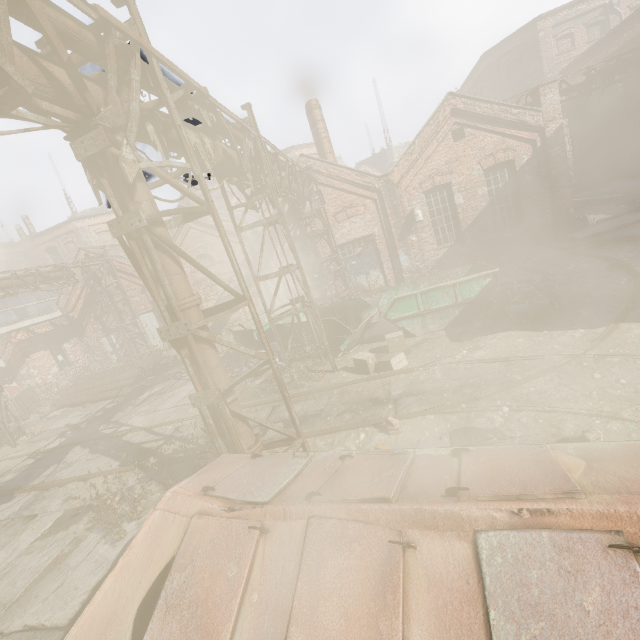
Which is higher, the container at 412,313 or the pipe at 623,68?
the pipe at 623,68

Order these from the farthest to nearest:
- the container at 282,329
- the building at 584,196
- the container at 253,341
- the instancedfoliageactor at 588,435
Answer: the building at 584,196 < the container at 253,341 < the container at 282,329 < the instancedfoliageactor at 588,435

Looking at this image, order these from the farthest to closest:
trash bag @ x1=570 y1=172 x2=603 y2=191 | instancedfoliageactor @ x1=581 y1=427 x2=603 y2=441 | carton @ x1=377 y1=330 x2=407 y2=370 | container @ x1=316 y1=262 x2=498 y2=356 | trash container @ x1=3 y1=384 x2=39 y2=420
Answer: trash bag @ x1=570 y1=172 x2=603 y2=191 < trash container @ x1=3 y1=384 x2=39 y2=420 < container @ x1=316 y1=262 x2=498 y2=356 < carton @ x1=377 y1=330 x2=407 y2=370 < instancedfoliageactor @ x1=581 y1=427 x2=603 y2=441

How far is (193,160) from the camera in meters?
4.2

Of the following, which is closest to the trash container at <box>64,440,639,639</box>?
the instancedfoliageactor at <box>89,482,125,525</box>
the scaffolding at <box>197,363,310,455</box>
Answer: the scaffolding at <box>197,363,310,455</box>

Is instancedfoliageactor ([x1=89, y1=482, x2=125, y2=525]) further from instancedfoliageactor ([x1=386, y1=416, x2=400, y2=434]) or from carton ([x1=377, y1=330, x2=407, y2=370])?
carton ([x1=377, y1=330, x2=407, y2=370])

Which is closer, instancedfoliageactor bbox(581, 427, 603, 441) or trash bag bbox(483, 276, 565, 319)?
instancedfoliageactor bbox(581, 427, 603, 441)

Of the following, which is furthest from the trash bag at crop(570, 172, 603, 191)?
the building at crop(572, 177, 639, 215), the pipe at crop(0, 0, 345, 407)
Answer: the pipe at crop(0, 0, 345, 407)
